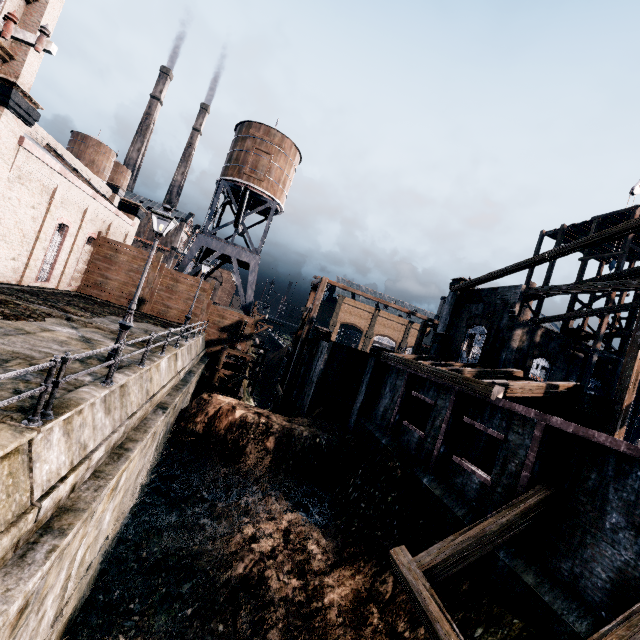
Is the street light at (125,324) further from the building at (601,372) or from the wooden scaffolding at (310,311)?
the wooden scaffolding at (310,311)

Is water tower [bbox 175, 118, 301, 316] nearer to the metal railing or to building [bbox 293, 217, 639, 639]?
the metal railing

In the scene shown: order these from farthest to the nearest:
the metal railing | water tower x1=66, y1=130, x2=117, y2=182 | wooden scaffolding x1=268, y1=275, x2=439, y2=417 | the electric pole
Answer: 1. water tower x1=66, y1=130, x2=117, y2=182
2. wooden scaffolding x1=268, y1=275, x2=439, y2=417
3. the metal railing
4. the electric pole

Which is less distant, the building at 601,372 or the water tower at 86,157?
the building at 601,372

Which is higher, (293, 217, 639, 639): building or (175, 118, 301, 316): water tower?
(175, 118, 301, 316): water tower

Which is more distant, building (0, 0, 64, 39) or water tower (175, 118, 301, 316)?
water tower (175, 118, 301, 316)

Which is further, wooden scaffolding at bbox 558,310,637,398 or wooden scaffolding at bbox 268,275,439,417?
wooden scaffolding at bbox 268,275,439,417

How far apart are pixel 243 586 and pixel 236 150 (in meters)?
36.56
